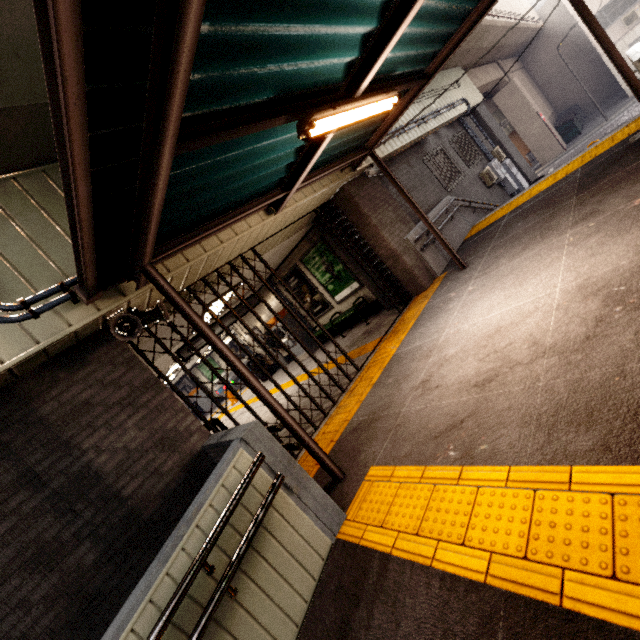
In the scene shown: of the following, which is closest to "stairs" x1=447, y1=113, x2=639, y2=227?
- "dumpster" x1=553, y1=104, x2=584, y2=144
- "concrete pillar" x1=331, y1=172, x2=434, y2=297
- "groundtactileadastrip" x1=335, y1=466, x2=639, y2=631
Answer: "concrete pillar" x1=331, y1=172, x2=434, y2=297

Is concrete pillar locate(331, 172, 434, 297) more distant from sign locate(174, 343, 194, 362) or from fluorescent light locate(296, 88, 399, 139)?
sign locate(174, 343, 194, 362)

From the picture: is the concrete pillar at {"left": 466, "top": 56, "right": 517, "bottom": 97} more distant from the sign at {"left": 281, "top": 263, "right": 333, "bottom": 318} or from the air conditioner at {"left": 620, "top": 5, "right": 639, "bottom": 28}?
the sign at {"left": 281, "top": 263, "right": 333, "bottom": 318}

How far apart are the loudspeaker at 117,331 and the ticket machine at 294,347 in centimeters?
683cm

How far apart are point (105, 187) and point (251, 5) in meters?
1.4

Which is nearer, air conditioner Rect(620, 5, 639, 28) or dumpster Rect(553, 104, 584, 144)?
air conditioner Rect(620, 5, 639, 28)

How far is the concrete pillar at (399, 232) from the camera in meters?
7.1

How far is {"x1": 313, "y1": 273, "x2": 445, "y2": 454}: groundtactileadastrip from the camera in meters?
4.6 m
